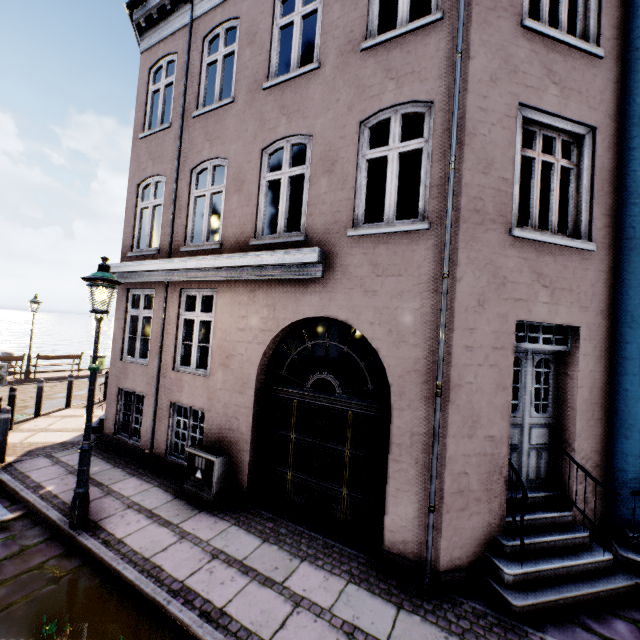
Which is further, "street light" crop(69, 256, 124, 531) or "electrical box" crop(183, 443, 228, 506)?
"electrical box" crop(183, 443, 228, 506)

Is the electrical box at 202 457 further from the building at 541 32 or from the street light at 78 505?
the street light at 78 505

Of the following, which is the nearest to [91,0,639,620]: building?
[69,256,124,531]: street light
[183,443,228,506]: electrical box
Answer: [183,443,228,506]: electrical box

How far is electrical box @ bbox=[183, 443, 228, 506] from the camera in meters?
5.5

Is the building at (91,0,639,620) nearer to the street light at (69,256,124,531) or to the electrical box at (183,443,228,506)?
the electrical box at (183,443,228,506)

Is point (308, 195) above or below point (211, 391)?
above

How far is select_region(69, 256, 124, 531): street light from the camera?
4.63m

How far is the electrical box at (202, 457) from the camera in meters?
5.5 m
